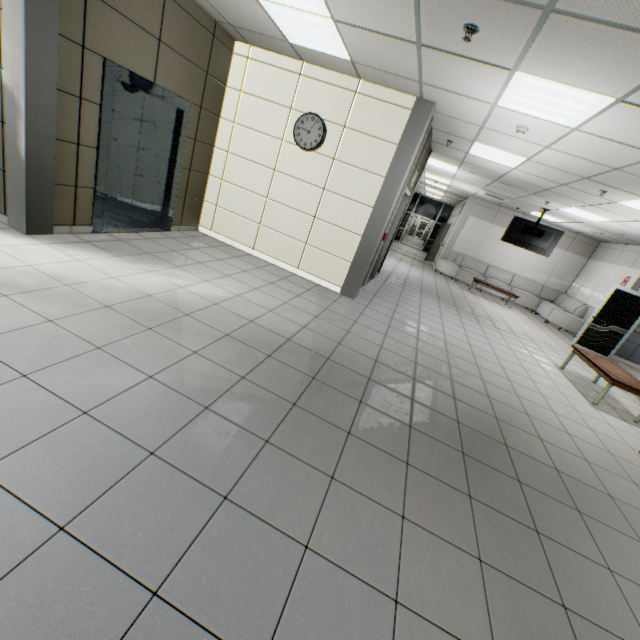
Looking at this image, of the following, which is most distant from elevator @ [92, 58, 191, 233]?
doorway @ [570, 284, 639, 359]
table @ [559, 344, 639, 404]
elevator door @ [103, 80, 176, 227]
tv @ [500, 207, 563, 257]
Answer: doorway @ [570, 284, 639, 359]

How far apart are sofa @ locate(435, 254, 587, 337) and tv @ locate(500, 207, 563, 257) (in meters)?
2.31

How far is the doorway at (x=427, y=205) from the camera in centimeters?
2061cm

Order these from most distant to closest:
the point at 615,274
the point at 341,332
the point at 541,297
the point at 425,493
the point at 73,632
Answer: the point at 541,297
the point at 615,274
the point at 341,332
the point at 425,493
the point at 73,632

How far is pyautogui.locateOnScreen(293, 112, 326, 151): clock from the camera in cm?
529

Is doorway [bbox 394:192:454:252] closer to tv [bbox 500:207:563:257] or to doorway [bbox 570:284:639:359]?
tv [bbox 500:207:563:257]

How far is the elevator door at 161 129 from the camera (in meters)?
4.37

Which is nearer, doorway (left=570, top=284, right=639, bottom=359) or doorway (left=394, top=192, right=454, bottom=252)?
doorway (left=570, top=284, right=639, bottom=359)
